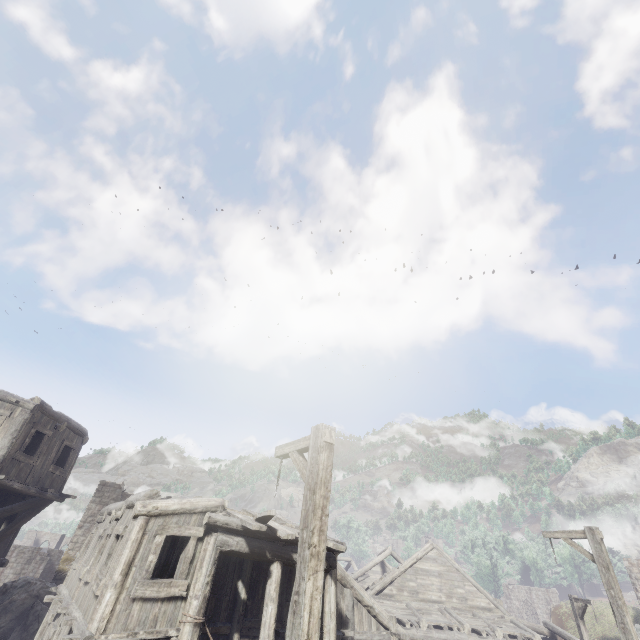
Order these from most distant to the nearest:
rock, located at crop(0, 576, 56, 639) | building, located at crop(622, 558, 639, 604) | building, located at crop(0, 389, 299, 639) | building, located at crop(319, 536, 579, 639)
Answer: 1. building, located at crop(622, 558, 639, 604)
2. rock, located at crop(0, 576, 56, 639)
3. building, located at crop(319, 536, 579, 639)
4. building, located at crop(0, 389, 299, 639)

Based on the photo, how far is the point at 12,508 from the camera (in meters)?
13.65

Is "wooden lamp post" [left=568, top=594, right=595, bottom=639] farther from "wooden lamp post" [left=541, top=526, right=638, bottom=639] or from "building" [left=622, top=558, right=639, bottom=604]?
"wooden lamp post" [left=541, top=526, right=638, bottom=639]

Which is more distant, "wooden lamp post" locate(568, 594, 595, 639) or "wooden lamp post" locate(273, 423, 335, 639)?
"wooden lamp post" locate(568, 594, 595, 639)

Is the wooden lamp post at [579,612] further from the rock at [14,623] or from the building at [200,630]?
the rock at [14,623]

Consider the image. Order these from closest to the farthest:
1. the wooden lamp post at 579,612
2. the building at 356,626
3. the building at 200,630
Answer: the building at 200,630
the building at 356,626
the wooden lamp post at 579,612

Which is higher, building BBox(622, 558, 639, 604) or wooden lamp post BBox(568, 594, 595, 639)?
building BBox(622, 558, 639, 604)

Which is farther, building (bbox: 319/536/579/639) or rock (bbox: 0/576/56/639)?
rock (bbox: 0/576/56/639)
